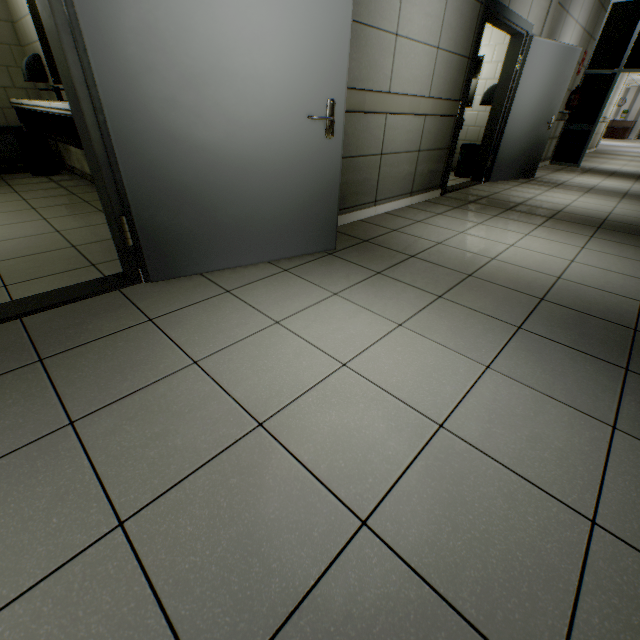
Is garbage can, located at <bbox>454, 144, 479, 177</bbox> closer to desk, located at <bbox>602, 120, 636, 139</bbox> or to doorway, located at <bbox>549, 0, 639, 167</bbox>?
doorway, located at <bbox>549, 0, 639, 167</bbox>

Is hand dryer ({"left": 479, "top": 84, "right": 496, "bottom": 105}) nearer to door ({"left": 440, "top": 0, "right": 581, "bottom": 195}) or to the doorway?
door ({"left": 440, "top": 0, "right": 581, "bottom": 195})

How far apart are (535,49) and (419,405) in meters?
6.4 m

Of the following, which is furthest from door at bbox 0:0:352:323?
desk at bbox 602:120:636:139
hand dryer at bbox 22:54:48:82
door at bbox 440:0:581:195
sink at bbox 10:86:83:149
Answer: desk at bbox 602:120:636:139

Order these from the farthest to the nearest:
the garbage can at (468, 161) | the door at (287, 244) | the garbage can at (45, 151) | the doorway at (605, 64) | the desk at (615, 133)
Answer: the desk at (615, 133) → the doorway at (605, 64) → the garbage can at (468, 161) → the garbage can at (45, 151) → the door at (287, 244)

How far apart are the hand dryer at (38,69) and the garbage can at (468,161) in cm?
666

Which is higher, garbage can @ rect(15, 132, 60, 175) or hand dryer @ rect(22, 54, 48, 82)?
hand dryer @ rect(22, 54, 48, 82)

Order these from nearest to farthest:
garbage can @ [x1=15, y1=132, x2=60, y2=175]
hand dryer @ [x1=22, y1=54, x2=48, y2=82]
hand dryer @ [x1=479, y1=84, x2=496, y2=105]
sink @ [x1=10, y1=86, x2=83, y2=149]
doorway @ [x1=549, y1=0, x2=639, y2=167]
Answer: sink @ [x1=10, y1=86, x2=83, y2=149] < hand dryer @ [x1=22, y1=54, x2=48, y2=82] < garbage can @ [x1=15, y1=132, x2=60, y2=175] < hand dryer @ [x1=479, y1=84, x2=496, y2=105] < doorway @ [x1=549, y1=0, x2=639, y2=167]
